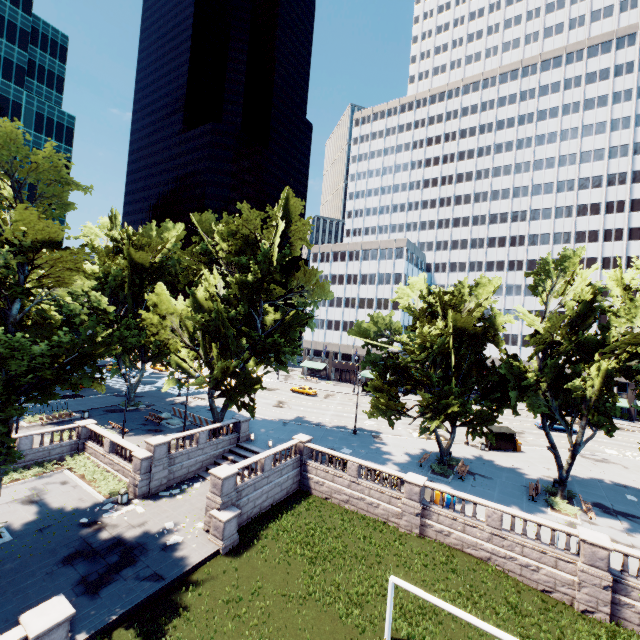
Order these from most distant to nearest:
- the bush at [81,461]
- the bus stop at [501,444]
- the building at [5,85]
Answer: the building at [5,85] → the bus stop at [501,444] → the bush at [81,461]

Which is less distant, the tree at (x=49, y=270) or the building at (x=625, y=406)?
the tree at (x=49, y=270)

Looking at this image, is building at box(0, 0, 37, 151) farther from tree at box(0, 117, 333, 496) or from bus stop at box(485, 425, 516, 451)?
bus stop at box(485, 425, 516, 451)

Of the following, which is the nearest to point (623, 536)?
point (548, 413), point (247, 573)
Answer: point (548, 413)

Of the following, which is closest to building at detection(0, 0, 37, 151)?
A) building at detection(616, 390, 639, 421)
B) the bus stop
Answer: building at detection(616, 390, 639, 421)

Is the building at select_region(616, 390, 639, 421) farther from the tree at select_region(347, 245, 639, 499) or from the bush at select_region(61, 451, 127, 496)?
the bush at select_region(61, 451, 127, 496)

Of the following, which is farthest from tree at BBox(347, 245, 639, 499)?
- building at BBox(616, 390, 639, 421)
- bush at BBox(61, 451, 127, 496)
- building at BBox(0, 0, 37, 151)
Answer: building at BBox(0, 0, 37, 151)

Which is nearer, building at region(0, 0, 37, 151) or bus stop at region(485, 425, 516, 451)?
bus stop at region(485, 425, 516, 451)
